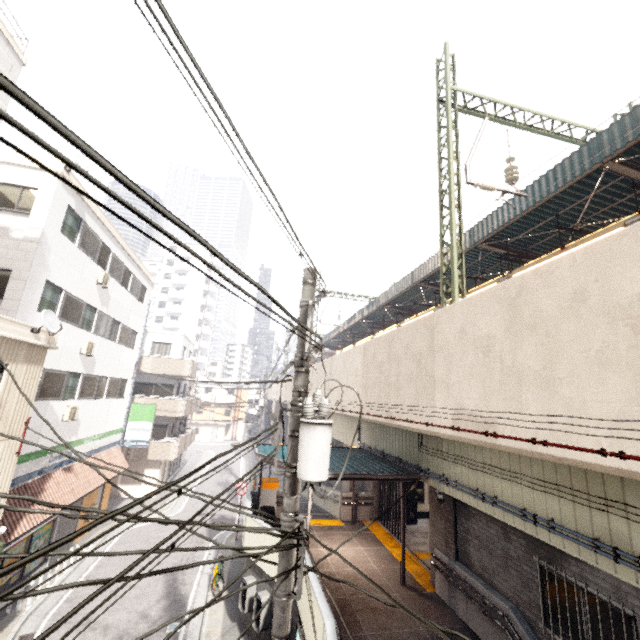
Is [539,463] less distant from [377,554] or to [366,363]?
[366,363]

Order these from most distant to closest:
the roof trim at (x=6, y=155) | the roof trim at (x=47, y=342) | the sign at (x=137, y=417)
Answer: the sign at (x=137, y=417), the roof trim at (x=6, y=155), the roof trim at (x=47, y=342)

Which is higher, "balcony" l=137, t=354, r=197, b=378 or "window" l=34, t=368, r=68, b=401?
"balcony" l=137, t=354, r=197, b=378

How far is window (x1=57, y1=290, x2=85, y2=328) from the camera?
12.4m

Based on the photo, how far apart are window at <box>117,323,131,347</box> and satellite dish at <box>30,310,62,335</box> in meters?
9.0 m

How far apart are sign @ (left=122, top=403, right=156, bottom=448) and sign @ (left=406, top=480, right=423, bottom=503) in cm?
1535

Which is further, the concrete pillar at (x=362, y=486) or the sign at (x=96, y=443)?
the concrete pillar at (x=362, y=486)

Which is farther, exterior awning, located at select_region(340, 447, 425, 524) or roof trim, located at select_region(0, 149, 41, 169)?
roof trim, located at select_region(0, 149, 41, 169)
